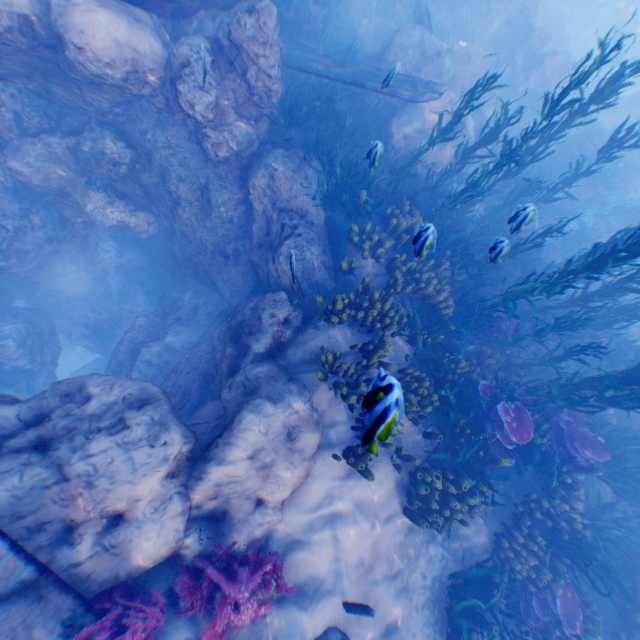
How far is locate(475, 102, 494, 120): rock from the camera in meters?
16.3 m

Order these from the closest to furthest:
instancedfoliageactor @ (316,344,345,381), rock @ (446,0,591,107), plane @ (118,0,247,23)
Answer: instancedfoliageactor @ (316,344,345,381), plane @ (118,0,247,23), rock @ (446,0,591,107)

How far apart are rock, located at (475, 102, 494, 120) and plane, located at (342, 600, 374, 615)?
20.12m

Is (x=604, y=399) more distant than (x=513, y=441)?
No

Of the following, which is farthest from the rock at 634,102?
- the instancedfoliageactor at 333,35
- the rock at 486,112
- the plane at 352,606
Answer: the plane at 352,606

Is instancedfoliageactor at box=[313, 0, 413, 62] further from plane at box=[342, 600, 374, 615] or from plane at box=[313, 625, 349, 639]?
plane at box=[342, 600, 374, 615]

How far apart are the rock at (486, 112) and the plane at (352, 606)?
20.1m

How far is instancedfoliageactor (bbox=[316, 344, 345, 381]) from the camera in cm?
644
